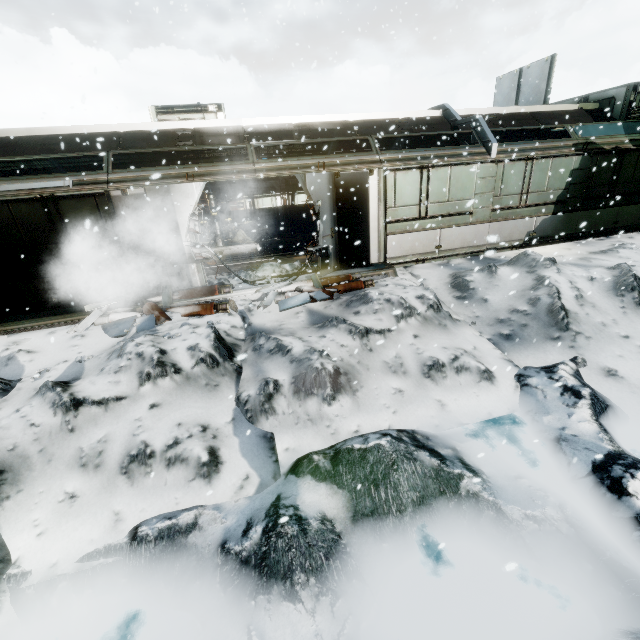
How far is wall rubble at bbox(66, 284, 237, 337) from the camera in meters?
7.3 m

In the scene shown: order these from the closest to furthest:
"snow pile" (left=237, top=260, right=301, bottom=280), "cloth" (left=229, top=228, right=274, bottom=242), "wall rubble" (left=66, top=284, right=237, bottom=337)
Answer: "wall rubble" (left=66, top=284, right=237, bottom=337)
"snow pile" (left=237, top=260, right=301, bottom=280)
"cloth" (left=229, top=228, right=274, bottom=242)

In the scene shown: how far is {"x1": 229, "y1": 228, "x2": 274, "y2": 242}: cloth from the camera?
15.5 meters

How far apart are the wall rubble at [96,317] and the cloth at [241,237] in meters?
7.2 m

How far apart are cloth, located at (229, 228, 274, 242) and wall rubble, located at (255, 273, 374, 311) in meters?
7.3

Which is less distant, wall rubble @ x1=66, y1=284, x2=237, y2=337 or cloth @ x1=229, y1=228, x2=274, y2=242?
wall rubble @ x1=66, y1=284, x2=237, y2=337

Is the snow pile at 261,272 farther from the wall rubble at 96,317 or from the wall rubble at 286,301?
the wall rubble at 286,301

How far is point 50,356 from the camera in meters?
6.6 m
